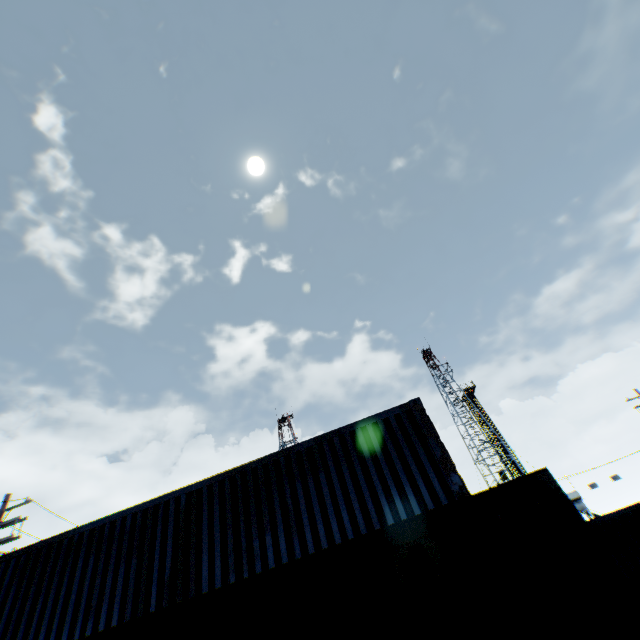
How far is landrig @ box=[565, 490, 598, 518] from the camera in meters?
38.3

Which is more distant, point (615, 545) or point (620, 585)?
point (615, 545)

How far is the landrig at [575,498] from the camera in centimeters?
3828cm
